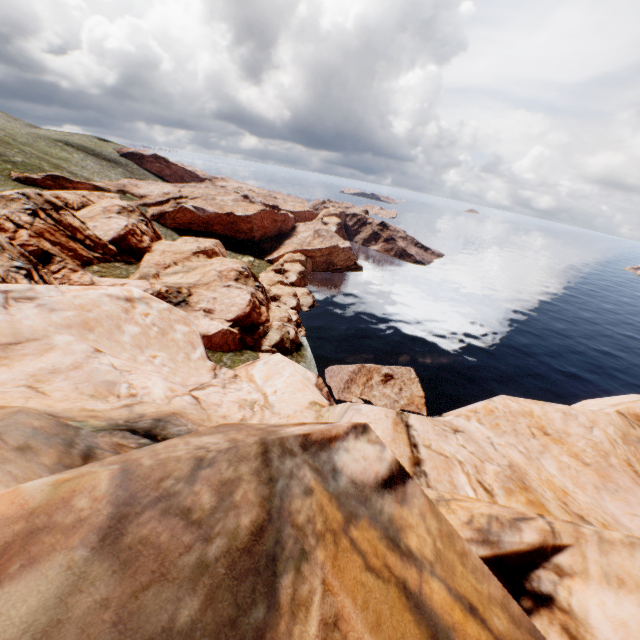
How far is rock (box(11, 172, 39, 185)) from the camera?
57.6m

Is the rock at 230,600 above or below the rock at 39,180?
below

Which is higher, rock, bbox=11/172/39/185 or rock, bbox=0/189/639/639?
rock, bbox=11/172/39/185

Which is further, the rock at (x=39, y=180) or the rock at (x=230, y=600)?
the rock at (x=39, y=180)

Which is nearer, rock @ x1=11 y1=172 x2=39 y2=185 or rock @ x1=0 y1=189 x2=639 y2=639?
rock @ x1=0 y1=189 x2=639 y2=639

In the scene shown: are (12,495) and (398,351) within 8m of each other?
no
